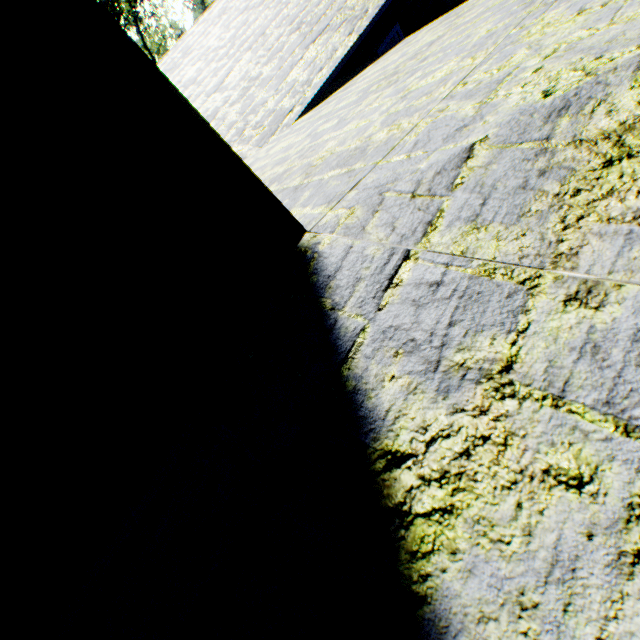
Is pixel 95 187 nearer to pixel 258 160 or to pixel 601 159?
pixel 601 159
